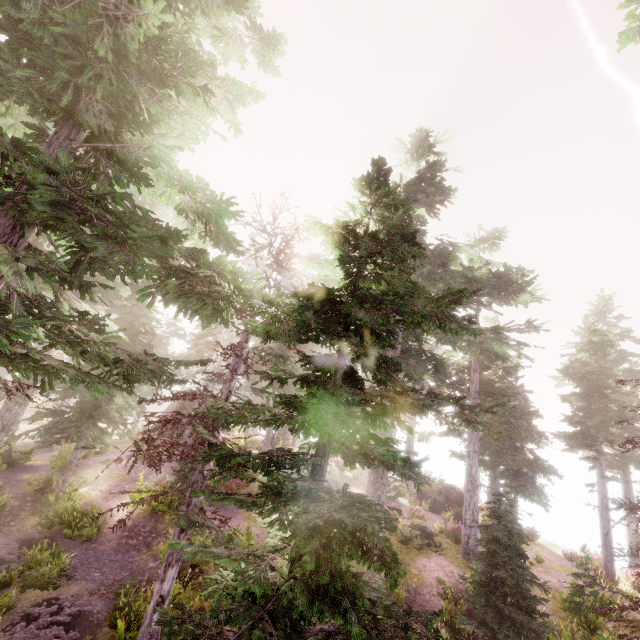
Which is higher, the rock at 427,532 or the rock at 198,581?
the rock at 427,532

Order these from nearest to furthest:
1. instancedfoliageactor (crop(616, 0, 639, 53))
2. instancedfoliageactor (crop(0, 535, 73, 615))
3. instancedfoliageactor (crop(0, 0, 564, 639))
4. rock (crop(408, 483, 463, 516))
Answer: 1. instancedfoliageactor (crop(0, 0, 564, 639))
2. instancedfoliageactor (crop(616, 0, 639, 53))
3. instancedfoliageactor (crop(0, 535, 73, 615))
4. rock (crop(408, 483, 463, 516))

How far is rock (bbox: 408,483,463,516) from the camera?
25.2m

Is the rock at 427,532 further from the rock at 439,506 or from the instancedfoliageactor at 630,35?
the rock at 439,506

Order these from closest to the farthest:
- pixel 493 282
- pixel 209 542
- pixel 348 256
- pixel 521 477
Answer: pixel 348 256 → pixel 209 542 → pixel 493 282 → pixel 521 477

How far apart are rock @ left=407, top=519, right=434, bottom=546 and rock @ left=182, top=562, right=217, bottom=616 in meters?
10.4 m

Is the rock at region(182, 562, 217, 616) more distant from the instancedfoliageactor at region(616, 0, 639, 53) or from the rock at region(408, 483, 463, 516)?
the rock at region(408, 483, 463, 516)

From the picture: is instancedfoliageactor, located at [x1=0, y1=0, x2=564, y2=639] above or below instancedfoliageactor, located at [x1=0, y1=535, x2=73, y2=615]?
above
